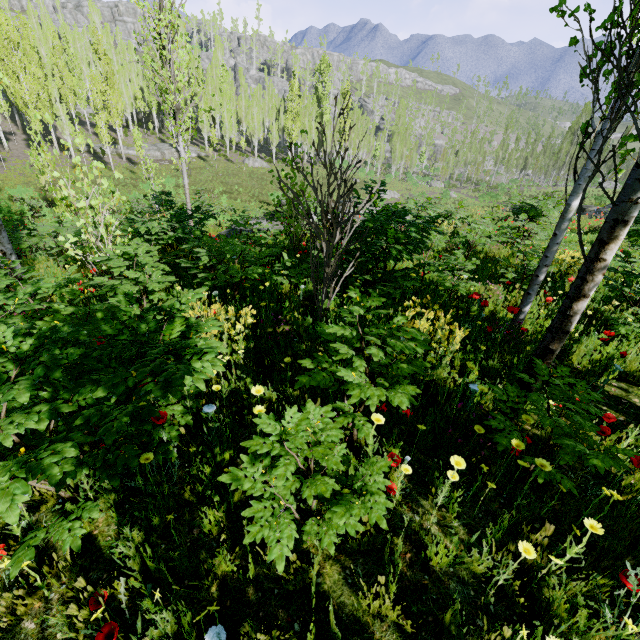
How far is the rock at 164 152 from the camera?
40.14m

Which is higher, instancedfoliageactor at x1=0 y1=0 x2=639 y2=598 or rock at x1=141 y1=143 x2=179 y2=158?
instancedfoliageactor at x1=0 y1=0 x2=639 y2=598

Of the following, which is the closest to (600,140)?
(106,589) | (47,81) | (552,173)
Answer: (106,589)

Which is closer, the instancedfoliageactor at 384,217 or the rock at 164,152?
the instancedfoliageactor at 384,217

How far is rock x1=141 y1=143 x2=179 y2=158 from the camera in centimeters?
4014cm

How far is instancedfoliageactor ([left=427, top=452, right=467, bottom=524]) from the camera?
1.89m

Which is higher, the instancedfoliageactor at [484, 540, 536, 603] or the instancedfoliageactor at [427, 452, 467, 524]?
the instancedfoliageactor at [427, 452, 467, 524]
